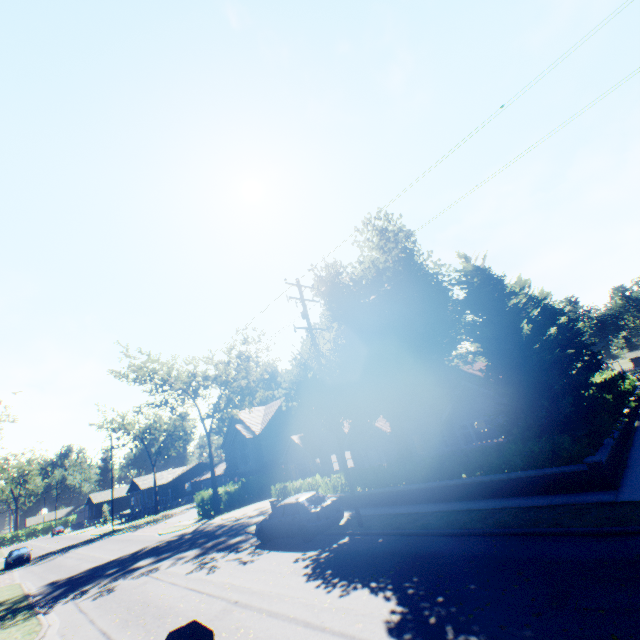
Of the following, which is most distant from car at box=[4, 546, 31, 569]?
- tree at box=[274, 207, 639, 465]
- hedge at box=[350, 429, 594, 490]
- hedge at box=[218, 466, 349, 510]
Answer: hedge at box=[350, 429, 594, 490]

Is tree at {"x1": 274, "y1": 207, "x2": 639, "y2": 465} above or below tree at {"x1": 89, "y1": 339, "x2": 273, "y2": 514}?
below

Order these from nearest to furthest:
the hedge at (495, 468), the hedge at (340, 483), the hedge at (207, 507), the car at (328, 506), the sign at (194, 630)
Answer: the sign at (194, 630)
the hedge at (495, 468)
the car at (328, 506)
the hedge at (340, 483)
the hedge at (207, 507)

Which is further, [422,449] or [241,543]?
Answer: [422,449]

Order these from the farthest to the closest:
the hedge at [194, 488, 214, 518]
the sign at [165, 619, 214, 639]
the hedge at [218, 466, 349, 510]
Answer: the hedge at [194, 488, 214, 518] < the hedge at [218, 466, 349, 510] < the sign at [165, 619, 214, 639]

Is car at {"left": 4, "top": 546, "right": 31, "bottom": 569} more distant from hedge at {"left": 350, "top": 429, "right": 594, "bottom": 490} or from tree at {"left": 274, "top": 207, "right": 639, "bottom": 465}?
hedge at {"left": 350, "top": 429, "right": 594, "bottom": 490}

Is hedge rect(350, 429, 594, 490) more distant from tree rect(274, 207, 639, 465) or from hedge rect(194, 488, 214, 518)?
Answer: hedge rect(194, 488, 214, 518)

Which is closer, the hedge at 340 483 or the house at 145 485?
the hedge at 340 483
